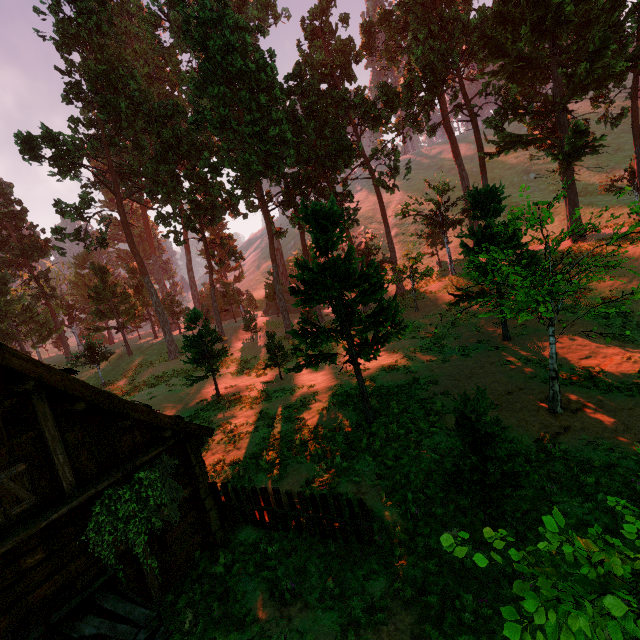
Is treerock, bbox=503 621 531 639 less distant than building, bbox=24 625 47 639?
Yes

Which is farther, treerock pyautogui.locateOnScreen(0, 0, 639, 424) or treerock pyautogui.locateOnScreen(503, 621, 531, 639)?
treerock pyautogui.locateOnScreen(0, 0, 639, 424)

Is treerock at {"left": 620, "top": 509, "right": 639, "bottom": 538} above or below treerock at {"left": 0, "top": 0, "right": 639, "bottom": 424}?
below

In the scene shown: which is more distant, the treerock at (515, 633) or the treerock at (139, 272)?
the treerock at (139, 272)

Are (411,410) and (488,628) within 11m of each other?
yes

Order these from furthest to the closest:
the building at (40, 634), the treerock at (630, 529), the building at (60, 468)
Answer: the building at (60, 468) < the building at (40, 634) < the treerock at (630, 529)

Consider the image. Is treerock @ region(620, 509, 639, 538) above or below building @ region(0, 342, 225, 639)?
above
